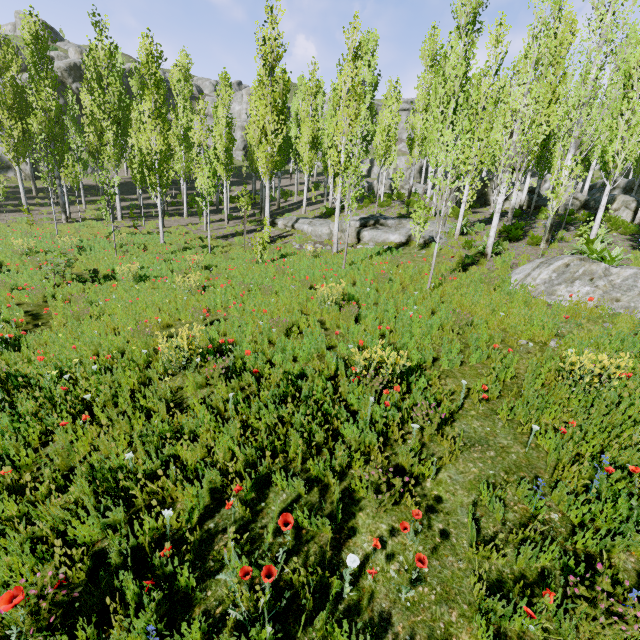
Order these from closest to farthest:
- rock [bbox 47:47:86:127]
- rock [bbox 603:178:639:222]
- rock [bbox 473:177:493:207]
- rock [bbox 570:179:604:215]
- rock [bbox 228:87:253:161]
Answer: rock [bbox 603:178:639:222] → rock [bbox 570:179:604:215] → rock [bbox 473:177:493:207] → rock [bbox 47:47:86:127] → rock [bbox 228:87:253:161]

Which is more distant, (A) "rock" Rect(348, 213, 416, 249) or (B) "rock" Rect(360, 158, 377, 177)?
(B) "rock" Rect(360, 158, 377, 177)

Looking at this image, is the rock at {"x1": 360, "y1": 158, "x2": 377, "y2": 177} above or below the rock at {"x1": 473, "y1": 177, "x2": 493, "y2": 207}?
above

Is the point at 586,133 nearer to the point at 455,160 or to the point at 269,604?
the point at 455,160

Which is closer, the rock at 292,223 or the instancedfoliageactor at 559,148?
the instancedfoliageactor at 559,148

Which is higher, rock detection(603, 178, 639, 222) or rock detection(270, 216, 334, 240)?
rock detection(603, 178, 639, 222)

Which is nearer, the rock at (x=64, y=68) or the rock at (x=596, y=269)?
the rock at (x=596, y=269)

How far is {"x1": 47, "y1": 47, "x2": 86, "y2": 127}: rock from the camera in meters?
39.1 m
